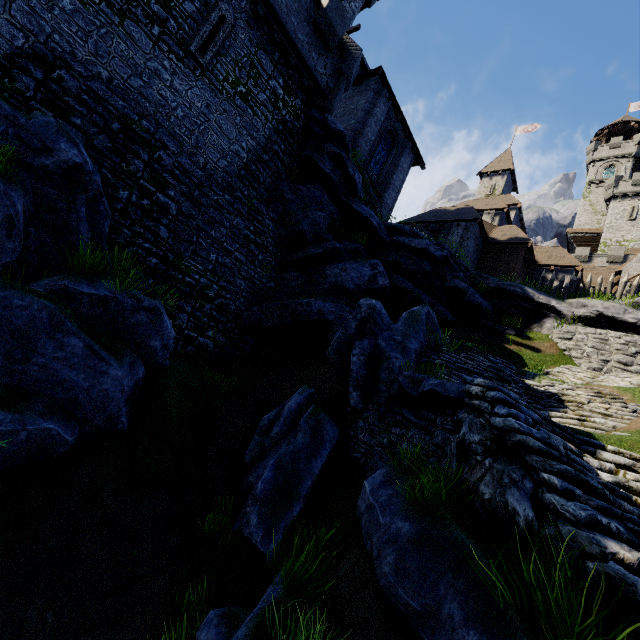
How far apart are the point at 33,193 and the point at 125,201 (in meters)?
3.04

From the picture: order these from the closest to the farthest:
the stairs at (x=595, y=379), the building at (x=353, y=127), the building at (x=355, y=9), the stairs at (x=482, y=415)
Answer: the stairs at (x=482, y=415), the stairs at (x=595, y=379), the building at (x=353, y=127), the building at (x=355, y=9)

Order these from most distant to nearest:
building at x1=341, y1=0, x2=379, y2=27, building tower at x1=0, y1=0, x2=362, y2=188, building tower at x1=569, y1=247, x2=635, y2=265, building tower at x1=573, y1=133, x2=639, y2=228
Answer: building tower at x1=573, y1=133, x2=639, y2=228
building tower at x1=569, y1=247, x2=635, y2=265
building at x1=341, y1=0, x2=379, y2=27
building tower at x1=0, y1=0, x2=362, y2=188

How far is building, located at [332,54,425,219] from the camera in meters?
18.1

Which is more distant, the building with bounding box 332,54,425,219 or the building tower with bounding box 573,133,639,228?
the building tower with bounding box 573,133,639,228

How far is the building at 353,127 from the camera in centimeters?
1811cm

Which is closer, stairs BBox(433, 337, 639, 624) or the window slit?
stairs BBox(433, 337, 639, 624)

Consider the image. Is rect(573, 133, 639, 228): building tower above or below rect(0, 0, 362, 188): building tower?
above
